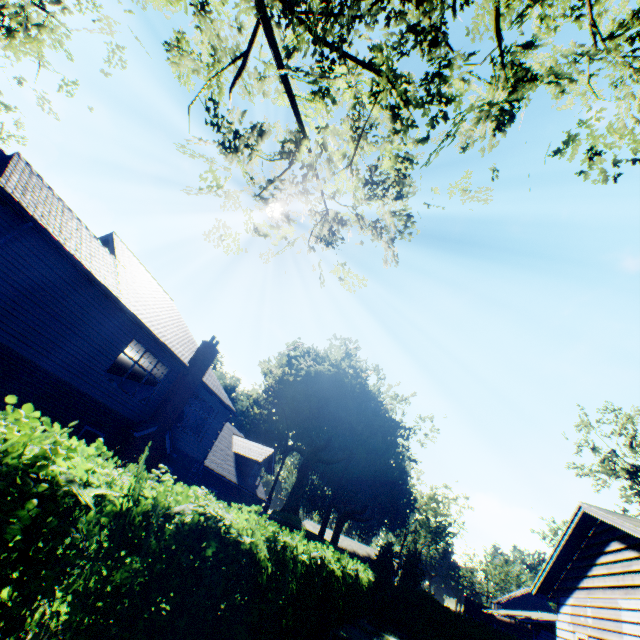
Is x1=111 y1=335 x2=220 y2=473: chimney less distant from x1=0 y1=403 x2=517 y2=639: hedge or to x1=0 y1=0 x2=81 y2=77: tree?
x1=0 y1=403 x2=517 y2=639: hedge

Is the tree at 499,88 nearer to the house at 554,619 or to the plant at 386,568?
the plant at 386,568

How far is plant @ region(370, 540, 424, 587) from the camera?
30.34m

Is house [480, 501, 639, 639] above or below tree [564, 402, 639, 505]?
below

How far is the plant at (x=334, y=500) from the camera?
43.88m

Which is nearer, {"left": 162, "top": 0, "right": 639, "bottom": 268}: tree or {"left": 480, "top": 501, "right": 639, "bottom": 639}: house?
{"left": 162, "top": 0, "right": 639, "bottom": 268}: tree

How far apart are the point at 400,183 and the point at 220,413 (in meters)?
17.17

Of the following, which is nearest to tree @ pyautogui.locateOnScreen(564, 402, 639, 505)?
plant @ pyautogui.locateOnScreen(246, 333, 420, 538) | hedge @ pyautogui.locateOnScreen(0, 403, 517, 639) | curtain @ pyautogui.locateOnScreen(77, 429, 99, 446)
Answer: hedge @ pyautogui.locateOnScreen(0, 403, 517, 639)
